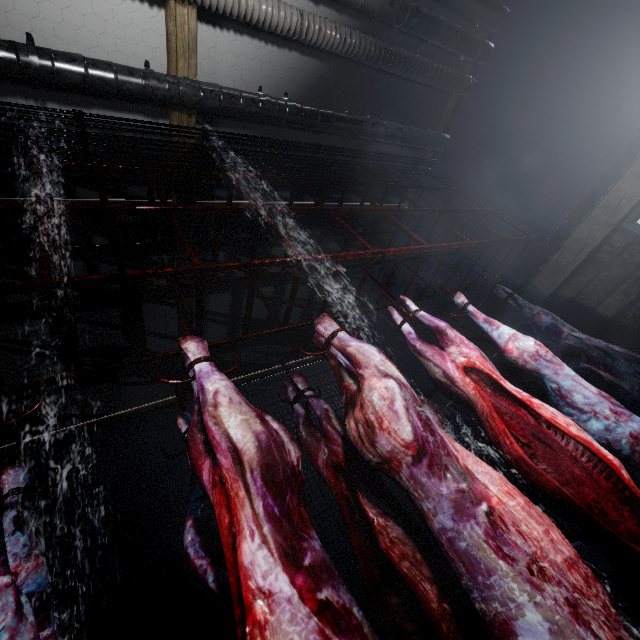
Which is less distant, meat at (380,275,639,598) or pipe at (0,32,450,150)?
meat at (380,275,639,598)

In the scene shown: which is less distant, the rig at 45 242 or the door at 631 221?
the rig at 45 242

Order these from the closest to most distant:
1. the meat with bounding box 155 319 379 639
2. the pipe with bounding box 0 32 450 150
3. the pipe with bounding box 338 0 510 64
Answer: the meat with bounding box 155 319 379 639 < the pipe with bounding box 0 32 450 150 < the pipe with bounding box 338 0 510 64

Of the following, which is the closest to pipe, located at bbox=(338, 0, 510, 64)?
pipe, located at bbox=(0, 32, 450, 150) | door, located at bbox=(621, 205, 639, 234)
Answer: pipe, located at bbox=(0, 32, 450, 150)

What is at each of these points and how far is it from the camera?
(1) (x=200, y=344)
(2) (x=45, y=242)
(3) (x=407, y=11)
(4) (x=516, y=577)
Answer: (1) meat, 1.27m
(2) rig, 1.20m
(3) pipe, 2.75m
(4) meat, 0.92m

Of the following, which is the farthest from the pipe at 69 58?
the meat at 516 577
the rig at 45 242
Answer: the meat at 516 577

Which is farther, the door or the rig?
the door

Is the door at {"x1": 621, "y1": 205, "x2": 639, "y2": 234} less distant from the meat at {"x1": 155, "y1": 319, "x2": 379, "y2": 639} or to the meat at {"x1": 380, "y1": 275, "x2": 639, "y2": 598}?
the meat at {"x1": 380, "y1": 275, "x2": 639, "y2": 598}
